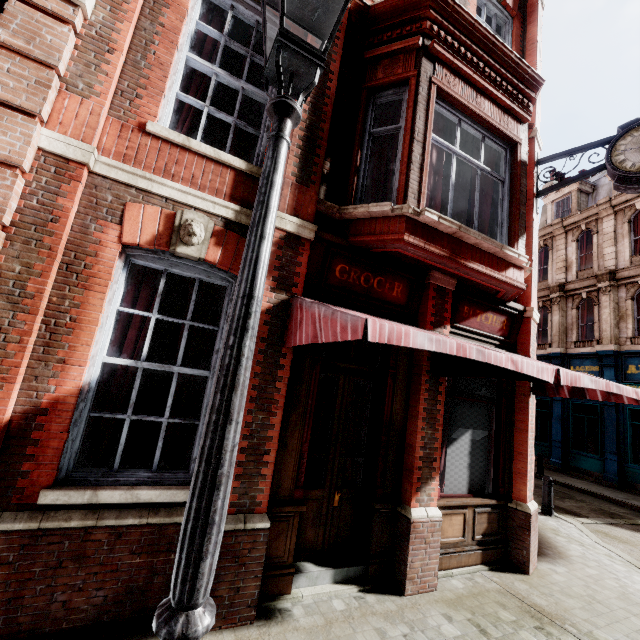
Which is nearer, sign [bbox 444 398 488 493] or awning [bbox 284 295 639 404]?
awning [bbox 284 295 639 404]

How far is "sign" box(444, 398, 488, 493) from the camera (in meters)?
5.34

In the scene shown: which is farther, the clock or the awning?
the clock

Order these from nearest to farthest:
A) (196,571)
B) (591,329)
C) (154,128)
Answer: (196,571) < (154,128) < (591,329)

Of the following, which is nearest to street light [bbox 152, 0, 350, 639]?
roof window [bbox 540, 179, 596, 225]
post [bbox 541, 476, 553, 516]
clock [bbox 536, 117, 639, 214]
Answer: clock [bbox 536, 117, 639, 214]

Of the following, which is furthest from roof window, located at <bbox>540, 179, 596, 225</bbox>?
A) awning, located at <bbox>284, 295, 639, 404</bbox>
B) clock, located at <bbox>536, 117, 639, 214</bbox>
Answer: awning, located at <bbox>284, 295, 639, 404</bbox>

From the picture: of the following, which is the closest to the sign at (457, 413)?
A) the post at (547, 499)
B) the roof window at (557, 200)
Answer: the post at (547, 499)

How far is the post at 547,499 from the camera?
8.5 meters
